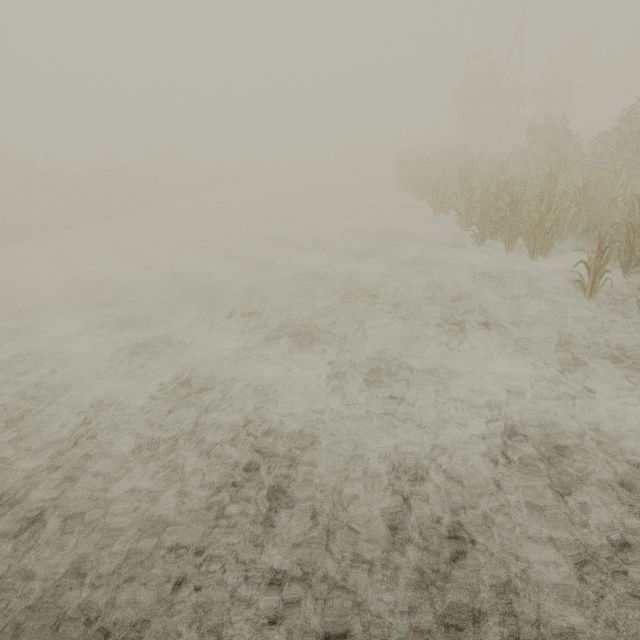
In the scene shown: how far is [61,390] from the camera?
6.15m
